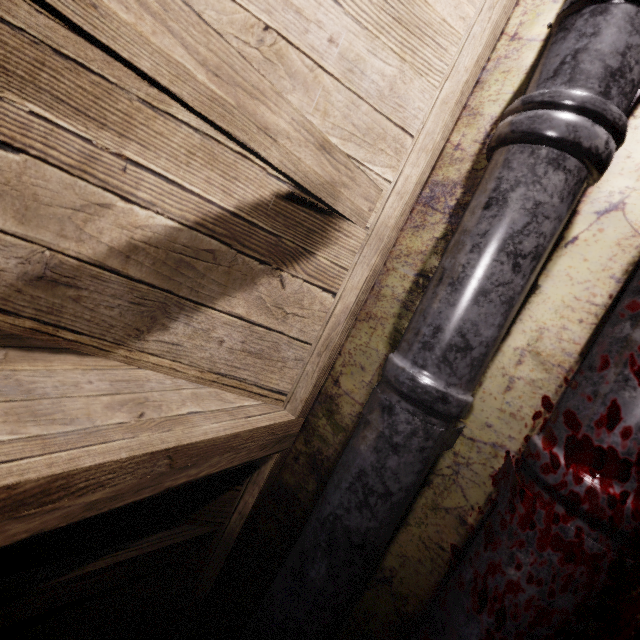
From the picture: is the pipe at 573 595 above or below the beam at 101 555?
below

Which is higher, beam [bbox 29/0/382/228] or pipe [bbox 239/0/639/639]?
beam [bbox 29/0/382/228]

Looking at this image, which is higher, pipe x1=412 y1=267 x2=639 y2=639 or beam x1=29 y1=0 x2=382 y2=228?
beam x1=29 y1=0 x2=382 y2=228

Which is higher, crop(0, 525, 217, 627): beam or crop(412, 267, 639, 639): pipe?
crop(0, 525, 217, 627): beam

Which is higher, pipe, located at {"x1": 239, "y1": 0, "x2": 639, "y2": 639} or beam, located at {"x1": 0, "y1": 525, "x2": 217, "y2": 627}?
beam, located at {"x1": 0, "y1": 525, "x2": 217, "y2": 627}

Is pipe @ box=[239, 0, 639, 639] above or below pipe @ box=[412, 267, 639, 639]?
above

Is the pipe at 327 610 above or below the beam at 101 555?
below

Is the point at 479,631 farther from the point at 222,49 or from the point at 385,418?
the point at 222,49
